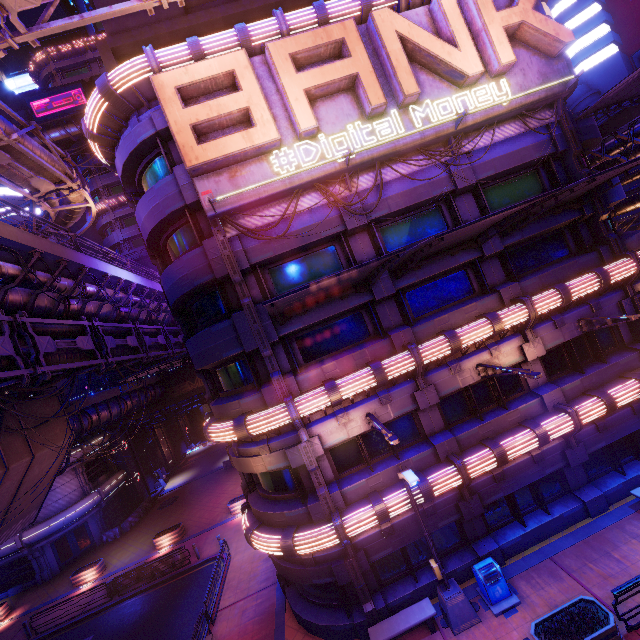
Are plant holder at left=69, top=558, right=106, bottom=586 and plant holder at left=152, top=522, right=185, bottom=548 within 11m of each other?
yes

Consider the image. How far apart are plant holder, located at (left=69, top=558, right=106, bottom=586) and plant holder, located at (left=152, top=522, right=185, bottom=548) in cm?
410

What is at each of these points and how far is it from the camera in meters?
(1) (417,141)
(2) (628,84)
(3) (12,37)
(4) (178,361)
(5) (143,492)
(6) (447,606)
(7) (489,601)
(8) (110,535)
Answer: (1) sign, 12.2 m
(2) awning, 12.0 m
(3) pipe, 10.2 m
(4) awning, 19.4 m
(5) tunnel, 36.9 m
(6) street light, 11.1 m
(7) trash can, 11.3 m
(8) fence, 29.9 m

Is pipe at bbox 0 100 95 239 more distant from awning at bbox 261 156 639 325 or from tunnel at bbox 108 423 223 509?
awning at bbox 261 156 639 325

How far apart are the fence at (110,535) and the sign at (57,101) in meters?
43.3 m

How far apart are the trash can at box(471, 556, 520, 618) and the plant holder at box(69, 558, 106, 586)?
27.2 meters

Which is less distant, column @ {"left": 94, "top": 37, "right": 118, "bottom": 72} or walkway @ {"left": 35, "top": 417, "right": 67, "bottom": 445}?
column @ {"left": 94, "top": 37, "right": 118, "bottom": 72}

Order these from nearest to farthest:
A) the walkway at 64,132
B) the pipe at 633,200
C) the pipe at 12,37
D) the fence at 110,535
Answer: the pipe at 12,37
the pipe at 633,200
the fence at 110,535
the walkway at 64,132
